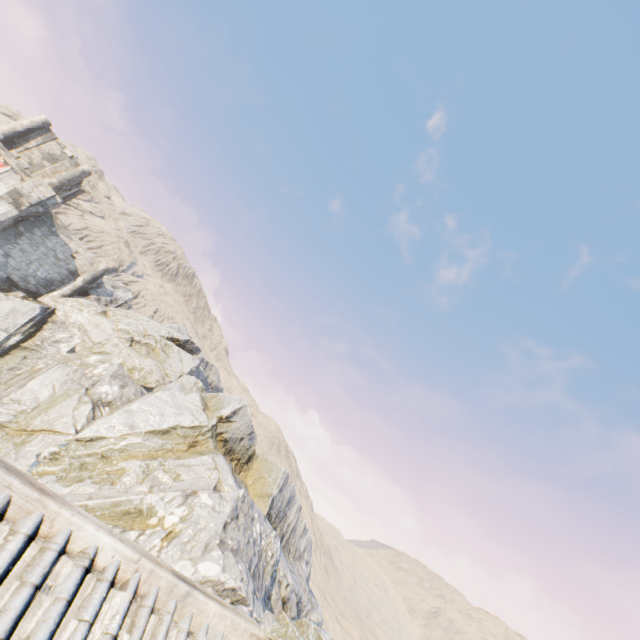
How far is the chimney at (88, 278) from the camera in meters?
27.9

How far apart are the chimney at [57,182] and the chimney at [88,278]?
7.34m

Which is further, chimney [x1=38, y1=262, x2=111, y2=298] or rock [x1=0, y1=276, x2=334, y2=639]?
chimney [x1=38, y1=262, x2=111, y2=298]

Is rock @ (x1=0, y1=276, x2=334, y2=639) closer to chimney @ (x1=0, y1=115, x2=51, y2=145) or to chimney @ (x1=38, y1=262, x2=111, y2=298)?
chimney @ (x1=38, y1=262, x2=111, y2=298)

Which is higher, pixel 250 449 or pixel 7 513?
pixel 250 449

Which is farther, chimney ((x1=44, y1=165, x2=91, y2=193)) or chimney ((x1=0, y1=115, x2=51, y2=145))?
chimney ((x1=44, y1=165, x2=91, y2=193))

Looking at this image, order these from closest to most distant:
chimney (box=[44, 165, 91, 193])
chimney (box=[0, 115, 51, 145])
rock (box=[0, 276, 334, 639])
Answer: rock (box=[0, 276, 334, 639]) → chimney (box=[0, 115, 51, 145]) → chimney (box=[44, 165, 91, 193])

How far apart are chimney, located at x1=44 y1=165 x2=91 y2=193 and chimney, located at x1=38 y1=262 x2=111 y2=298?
7.3 meters
